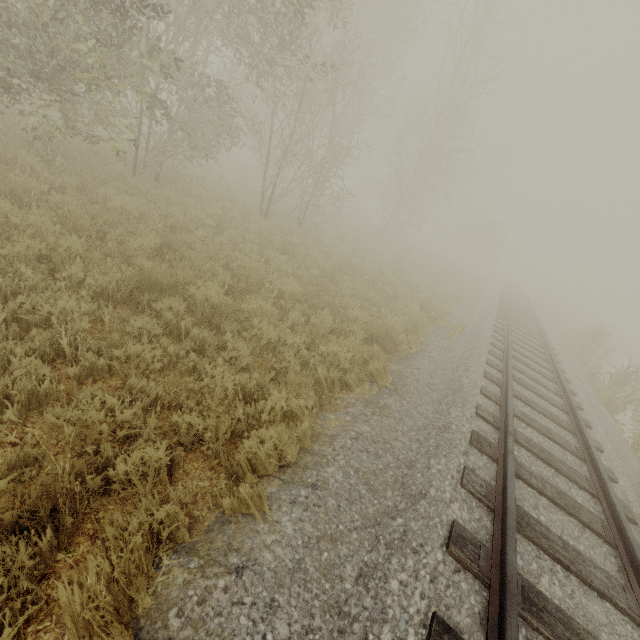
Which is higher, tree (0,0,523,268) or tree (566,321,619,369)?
tree (0,0,523,268)

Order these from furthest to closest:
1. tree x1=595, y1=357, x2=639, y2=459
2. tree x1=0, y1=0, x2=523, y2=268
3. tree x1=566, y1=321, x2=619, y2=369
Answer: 1. tree x1=566, y1=321, x2=619, y2=369
2. tree x1=595, y1=357, x2=639, y2=459
3. tree x1=0, y1=0, x2=523, y2=268

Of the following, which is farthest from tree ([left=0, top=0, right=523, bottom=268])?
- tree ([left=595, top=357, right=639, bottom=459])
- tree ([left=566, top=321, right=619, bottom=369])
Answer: tree ([left=595, top=357, right=639, bottom=459])

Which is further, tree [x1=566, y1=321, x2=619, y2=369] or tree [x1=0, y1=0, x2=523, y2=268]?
tree [x1=566, y1=321, x2=619, y2=369]

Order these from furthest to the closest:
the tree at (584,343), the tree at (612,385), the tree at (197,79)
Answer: the tree at (584,343)
the tree at (612,385)
the tree at (197,79)

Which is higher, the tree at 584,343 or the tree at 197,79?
the tree at 197,79

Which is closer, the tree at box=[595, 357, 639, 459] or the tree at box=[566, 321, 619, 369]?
the tree at box=[595, 357, 639, 459]

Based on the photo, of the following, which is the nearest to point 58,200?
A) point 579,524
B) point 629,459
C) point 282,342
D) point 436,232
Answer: point 282,342
